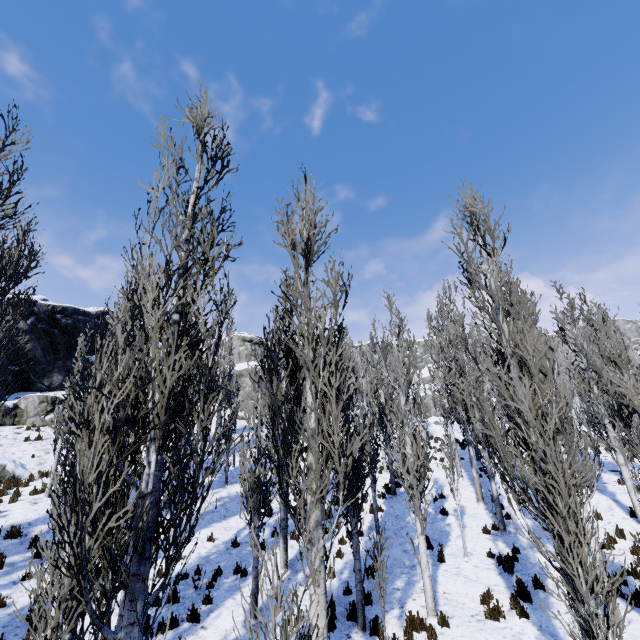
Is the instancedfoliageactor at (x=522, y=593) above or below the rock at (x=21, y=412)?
below

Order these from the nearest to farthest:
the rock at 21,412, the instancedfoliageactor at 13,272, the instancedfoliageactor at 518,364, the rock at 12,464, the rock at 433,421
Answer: the instancedfoliageactor at 518,364 → the instancedfoliageactor at 13,272 → the rock at 12,464 → the rock at 21,412 → the rock at 433,421

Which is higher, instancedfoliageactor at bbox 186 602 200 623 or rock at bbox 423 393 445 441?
rock at bbox 423 393 445 441

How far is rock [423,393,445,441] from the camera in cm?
3152

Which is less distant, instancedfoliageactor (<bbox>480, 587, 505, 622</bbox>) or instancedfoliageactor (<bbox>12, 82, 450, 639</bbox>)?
instancedfoliageactor (<bbox>12, 82, 450, 639</bbox>)

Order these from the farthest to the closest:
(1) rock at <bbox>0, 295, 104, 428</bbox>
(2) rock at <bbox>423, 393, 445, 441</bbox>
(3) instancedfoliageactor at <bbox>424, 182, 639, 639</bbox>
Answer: (2) rock at <bbox>423, 393, 445, 441</bbox> < (1) rock at <bbox>0, 295, 104, 428</bbox> < (3) instancedfoliageactor at <bbox>424, 182, 639, 639</bbox>

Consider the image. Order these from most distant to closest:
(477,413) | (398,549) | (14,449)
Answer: (14,449), (477,413), (398,549)

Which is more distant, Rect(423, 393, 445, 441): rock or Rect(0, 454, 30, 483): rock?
Rect(423, 393, 445, 441): rock
